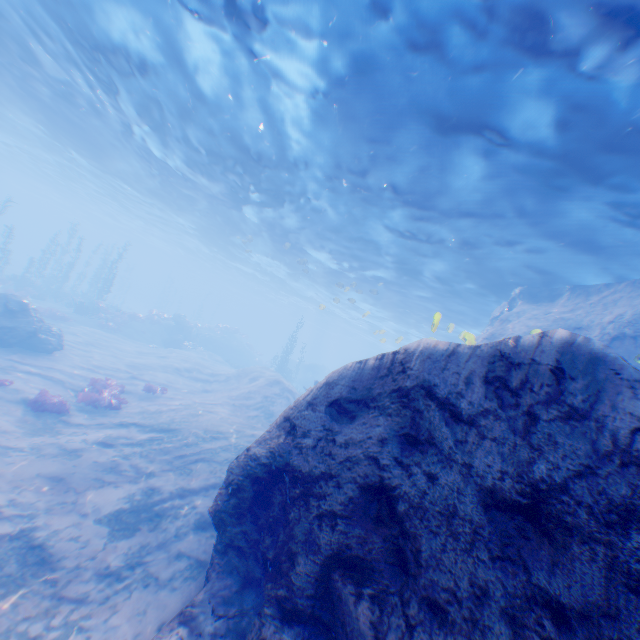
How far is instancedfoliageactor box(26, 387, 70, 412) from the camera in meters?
11.1 m

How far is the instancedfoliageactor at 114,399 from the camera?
12.9m

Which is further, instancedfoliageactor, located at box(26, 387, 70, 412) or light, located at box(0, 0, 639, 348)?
instancedfoliageactor, located at box(26, 387, 70, 412)

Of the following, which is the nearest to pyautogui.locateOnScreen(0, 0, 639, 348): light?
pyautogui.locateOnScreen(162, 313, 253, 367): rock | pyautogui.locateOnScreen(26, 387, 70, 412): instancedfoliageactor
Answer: pyautogui.locateOnScreen(162, 313, 253, 367): rock

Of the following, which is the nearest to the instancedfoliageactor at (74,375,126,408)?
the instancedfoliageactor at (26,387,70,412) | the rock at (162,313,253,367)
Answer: the instancedfoliageactor at (26,387,70,412)

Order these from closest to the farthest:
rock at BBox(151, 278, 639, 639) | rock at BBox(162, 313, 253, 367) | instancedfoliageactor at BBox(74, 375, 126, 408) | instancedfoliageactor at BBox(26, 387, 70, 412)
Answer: rock at BBox(151, 278, 639, 639) < instancedfoliageactor at BBox(26, 387, 70, 412) < instancedfoliageactor at BBox(74, 375, 126, 408) < rock at BBox(162, 313, 253, 367)

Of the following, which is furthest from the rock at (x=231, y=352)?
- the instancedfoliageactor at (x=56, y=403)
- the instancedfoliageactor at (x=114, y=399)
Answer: the instancedfoliageactor at (x=56, y=403)

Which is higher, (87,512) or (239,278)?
(239,278)
